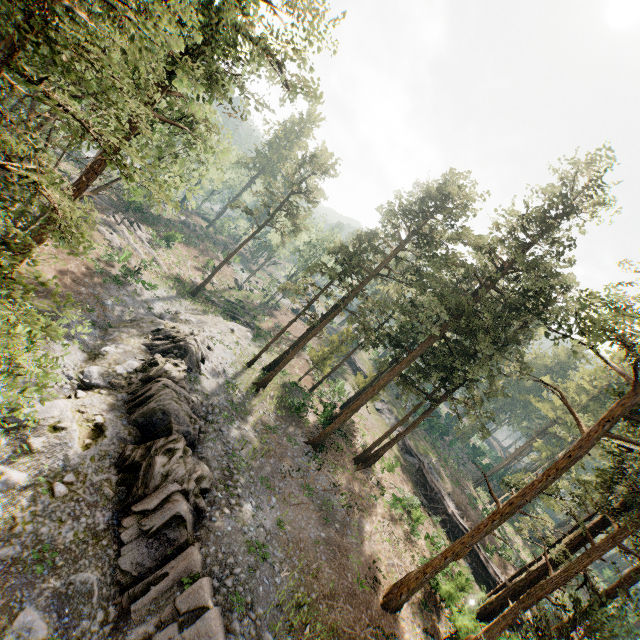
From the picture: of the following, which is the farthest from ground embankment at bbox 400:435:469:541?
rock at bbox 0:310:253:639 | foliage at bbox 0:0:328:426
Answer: rock at bbox 0:310:253:639

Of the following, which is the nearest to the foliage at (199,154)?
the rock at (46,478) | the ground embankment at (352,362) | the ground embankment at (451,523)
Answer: the ground embankment at (451,523)

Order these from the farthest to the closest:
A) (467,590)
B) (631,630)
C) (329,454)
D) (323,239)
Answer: (323,239), (631,630), (329,454), (467,590)

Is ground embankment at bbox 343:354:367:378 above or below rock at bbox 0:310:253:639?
above

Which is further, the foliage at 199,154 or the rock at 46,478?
the rock at 46,478

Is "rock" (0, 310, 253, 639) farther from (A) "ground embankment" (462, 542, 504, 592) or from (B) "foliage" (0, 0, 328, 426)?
(A) "ground embankment" (462, 542, 504, 592)

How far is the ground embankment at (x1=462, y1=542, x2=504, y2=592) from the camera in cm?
2815

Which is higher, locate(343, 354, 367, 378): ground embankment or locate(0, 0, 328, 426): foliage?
locate(0, 0, 328, 426): foliage
